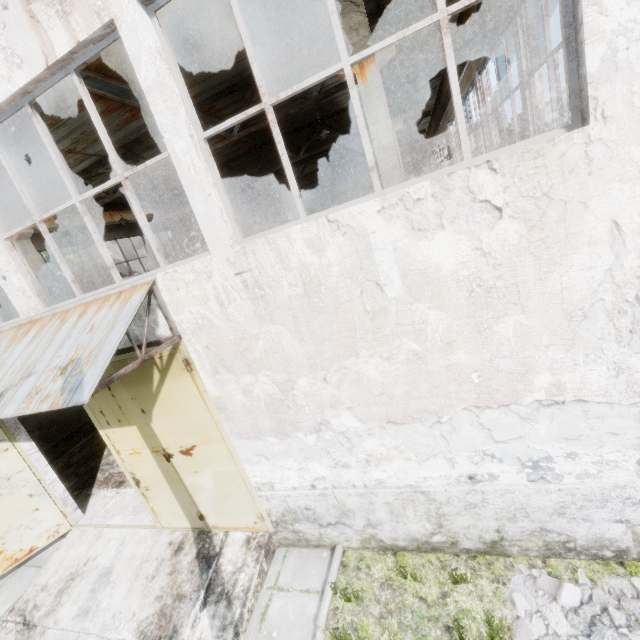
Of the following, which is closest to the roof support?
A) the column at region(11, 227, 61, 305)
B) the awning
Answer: the column at region(11, 227, 61, 305)

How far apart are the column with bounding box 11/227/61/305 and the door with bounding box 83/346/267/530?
7.35m

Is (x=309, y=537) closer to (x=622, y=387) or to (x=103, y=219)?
(x=622, y=387)

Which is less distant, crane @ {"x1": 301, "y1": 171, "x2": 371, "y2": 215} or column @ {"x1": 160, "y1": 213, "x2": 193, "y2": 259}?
column @ {"x1": 160, "y1": 213, "x2": 193, "y2": 259}

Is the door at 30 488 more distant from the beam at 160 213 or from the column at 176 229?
the column at 176 229

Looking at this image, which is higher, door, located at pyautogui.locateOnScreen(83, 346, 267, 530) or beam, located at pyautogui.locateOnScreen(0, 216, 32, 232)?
beam, located at pyautogui.locateOnScreen(0, 216, 32, 232)

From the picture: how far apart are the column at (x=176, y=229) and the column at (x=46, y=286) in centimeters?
747cm

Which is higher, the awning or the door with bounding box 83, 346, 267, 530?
the awning
